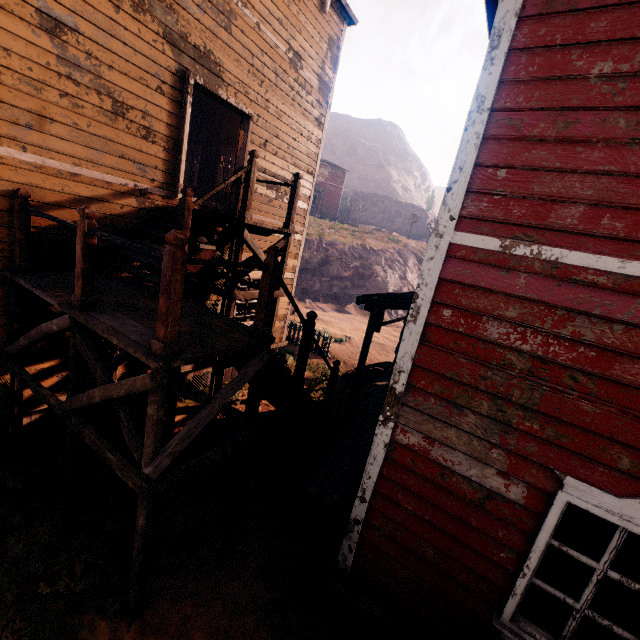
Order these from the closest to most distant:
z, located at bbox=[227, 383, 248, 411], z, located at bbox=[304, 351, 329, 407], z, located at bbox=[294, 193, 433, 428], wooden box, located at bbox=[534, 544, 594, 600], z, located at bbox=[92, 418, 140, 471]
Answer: wooden box, located at bbox=[534, 544, 594, 600]
z, located at bbox=[92, 418, 140, 471]
z, located at bbox=[227, 383, 248, 411]
z, located at bbox=[304, 351, 329, 407]
z, located at bbox=[294, 193, 433, 428]

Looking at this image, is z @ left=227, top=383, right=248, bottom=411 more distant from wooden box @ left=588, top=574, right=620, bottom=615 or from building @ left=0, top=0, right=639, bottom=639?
wooden box @ left=588, top=574, right=620, bottom=615

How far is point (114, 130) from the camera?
5.4m

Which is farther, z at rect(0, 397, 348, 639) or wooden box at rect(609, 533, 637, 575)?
z at rect(0, 397, 348, 639)

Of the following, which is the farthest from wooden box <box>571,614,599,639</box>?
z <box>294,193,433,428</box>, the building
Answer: z <box>294,193,433,428</box>

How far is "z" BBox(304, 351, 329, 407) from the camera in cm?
1021

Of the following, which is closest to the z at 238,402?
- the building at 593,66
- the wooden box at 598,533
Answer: the building at 593,66

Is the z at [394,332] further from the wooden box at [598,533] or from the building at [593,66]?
the wooden box at [598,533]
